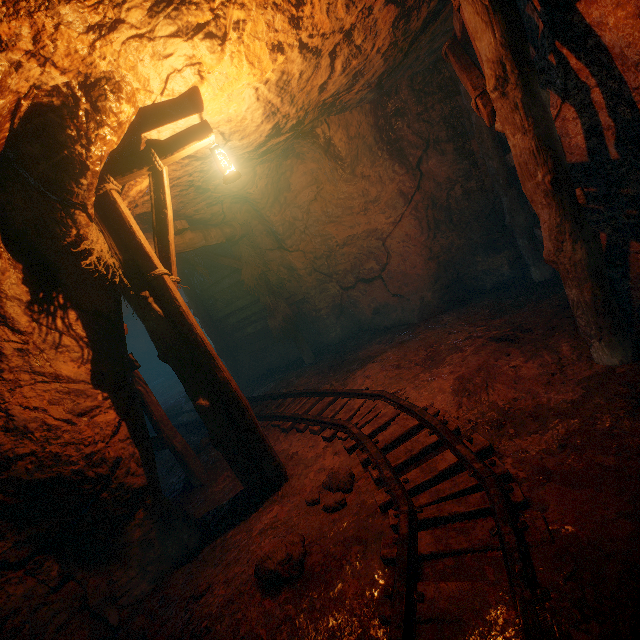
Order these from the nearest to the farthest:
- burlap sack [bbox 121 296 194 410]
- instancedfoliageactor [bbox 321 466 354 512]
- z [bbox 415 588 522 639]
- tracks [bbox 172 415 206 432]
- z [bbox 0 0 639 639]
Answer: z [bbox 415 588 522 639], z [bbox 0 0 639 639], instancedfoliageactor [bbox 321 466 354 512], tracks [bbox 172 415 206 432], burlap sack [bbox 121 296 194 410]

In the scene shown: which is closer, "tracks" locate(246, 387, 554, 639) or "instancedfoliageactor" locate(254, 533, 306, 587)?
"tracks" locate(246, 387, 554, 639)

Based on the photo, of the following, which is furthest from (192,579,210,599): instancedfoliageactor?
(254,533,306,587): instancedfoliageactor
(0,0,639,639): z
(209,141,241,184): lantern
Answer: (209,141,241,184): lantern

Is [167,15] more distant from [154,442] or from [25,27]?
[154,442]

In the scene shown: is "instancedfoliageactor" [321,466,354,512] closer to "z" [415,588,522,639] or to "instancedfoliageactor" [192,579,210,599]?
"z" [415,588,522,639]

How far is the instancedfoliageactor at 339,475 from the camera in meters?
3.2

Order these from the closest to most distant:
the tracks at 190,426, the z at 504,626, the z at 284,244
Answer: the z at 504,626 < the z at 284,244 < the tracks at 190,426

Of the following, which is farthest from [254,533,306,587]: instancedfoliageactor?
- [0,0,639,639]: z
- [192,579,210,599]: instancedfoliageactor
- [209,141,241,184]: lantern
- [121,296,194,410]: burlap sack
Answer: [121,296,194,410]: burlap sack
